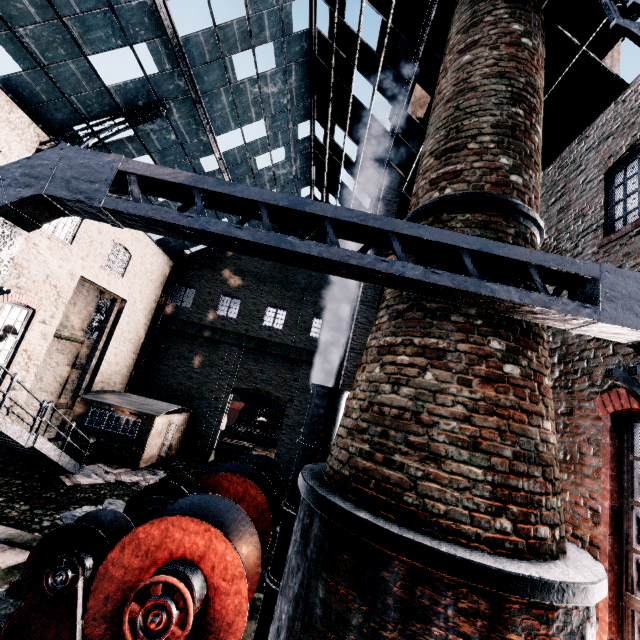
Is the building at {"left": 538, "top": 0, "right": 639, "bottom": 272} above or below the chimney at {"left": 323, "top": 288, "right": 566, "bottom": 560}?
above

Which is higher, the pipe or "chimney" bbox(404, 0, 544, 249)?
"chimney" bbox(404, 0, 544, 249)

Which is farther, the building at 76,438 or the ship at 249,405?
the ship at 249,405

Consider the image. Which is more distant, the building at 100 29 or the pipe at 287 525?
the building at 100 29

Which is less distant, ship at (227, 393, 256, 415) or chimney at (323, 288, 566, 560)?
chimney at (323, 288, 566, 560)

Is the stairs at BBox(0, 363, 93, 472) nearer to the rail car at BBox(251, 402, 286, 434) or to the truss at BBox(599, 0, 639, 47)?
the truss at BBox(599, 0, 639, 47)

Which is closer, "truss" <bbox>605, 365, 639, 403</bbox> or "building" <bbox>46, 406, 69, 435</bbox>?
"truss" <bbox>605, 365, 639, 403</bbox>

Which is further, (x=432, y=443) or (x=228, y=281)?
(x=228, y=281)
